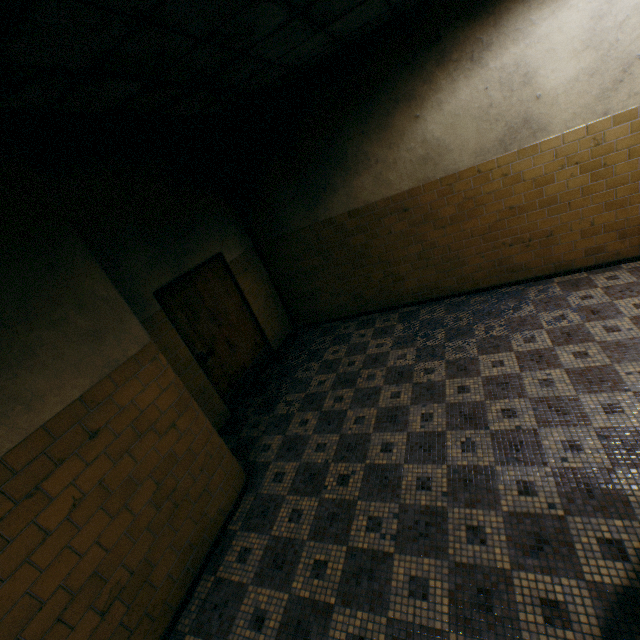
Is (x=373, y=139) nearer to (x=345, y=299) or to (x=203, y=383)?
(x=345, y=299)

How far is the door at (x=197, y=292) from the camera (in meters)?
4.59

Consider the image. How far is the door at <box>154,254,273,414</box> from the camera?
4.59m
